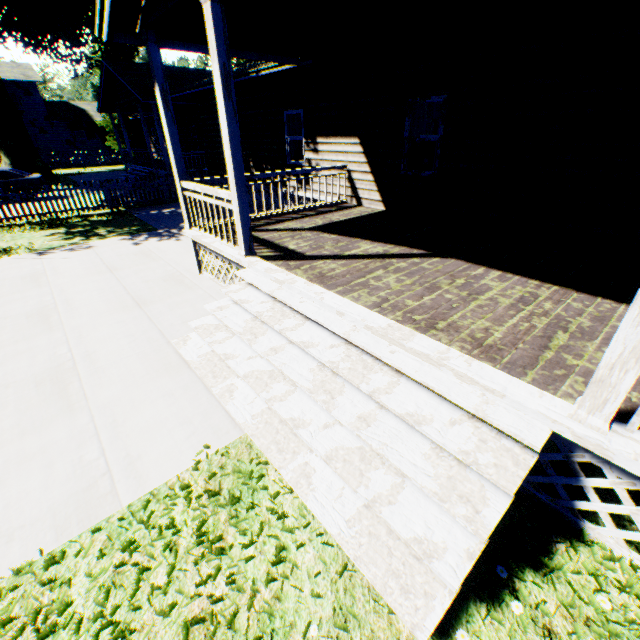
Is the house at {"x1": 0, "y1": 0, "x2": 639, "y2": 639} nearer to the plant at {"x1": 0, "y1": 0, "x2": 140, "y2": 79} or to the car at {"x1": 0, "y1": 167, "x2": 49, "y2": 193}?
the plant at {"x1": 0, "y1": 0, "x2": 140, "y2": 79}

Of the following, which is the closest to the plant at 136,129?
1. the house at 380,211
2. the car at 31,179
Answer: the house at 380,211

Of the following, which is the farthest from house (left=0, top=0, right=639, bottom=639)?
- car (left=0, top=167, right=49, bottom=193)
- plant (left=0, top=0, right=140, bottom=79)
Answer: car (left=0, top=167, right=49, bottom=193)

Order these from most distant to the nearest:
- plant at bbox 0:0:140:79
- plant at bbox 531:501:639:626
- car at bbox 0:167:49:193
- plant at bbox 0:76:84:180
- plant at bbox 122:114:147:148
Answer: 1. plant at bbox 122:114:147:148
2. plant at bbox 0:76:84:180
3. plant at bbox 0:0:140:79
4. car at bbox 0:167:49:193
5. plant at bbox 531:501:639:626

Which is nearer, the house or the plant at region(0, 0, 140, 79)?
the house

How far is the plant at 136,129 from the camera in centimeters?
3425cm

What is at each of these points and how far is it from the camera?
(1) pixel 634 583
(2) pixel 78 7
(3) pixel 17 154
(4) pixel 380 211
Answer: (1) plant, 2.31m
(2) plant, 20.98m
(3) plant, 23.75m
(4) house, 8.89m
